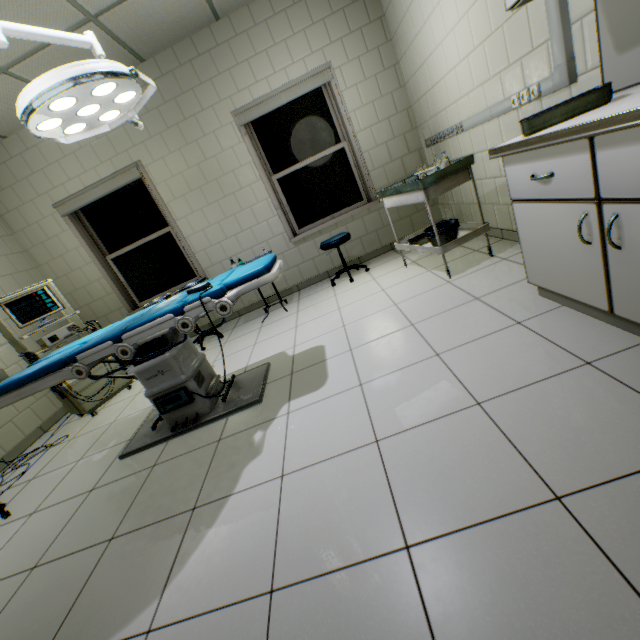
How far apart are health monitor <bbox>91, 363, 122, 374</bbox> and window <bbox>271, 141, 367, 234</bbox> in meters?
2.9

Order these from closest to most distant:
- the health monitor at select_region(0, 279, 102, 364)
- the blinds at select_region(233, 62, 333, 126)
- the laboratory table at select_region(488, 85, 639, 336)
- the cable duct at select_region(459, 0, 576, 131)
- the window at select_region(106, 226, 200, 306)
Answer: the laboratory table at select_region(488, 85, 639, 336), the cable duct at select_region(459, 0, 576, 131), the health monitor at select_region(0, 279, 102, 364), the blinds at select_region(233, 62, 333, 126), the window at select_region(106, 226, 200, 306)

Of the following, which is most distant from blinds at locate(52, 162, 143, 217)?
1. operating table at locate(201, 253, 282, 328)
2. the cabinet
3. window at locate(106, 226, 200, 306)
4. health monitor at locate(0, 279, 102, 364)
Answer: the cabinet

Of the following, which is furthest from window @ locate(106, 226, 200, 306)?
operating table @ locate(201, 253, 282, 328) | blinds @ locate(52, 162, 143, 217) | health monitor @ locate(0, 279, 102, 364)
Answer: operating table @ locate(201, 253, 282, 328)

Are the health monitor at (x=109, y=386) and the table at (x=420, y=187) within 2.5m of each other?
no

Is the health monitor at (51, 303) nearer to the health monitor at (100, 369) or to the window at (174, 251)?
the health monitor at (100, 369)

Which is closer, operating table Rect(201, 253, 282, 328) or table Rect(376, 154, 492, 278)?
operating table Rect(201, 253, 282, 328)

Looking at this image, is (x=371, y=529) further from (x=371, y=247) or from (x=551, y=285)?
(x=371, y=247)
